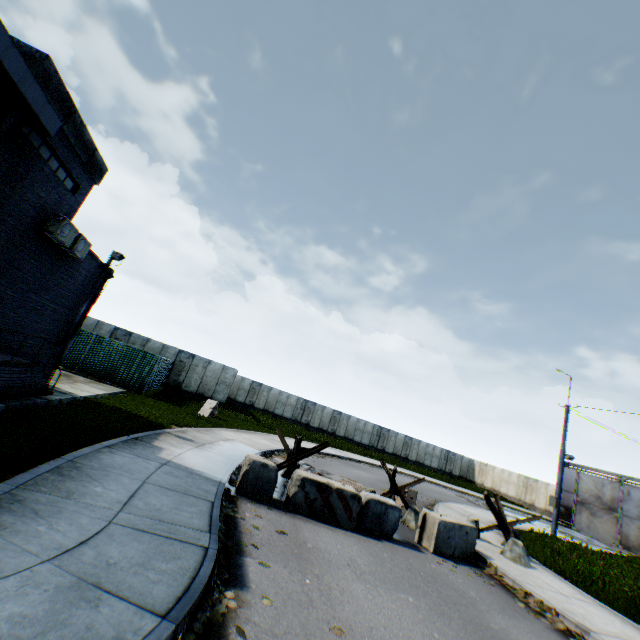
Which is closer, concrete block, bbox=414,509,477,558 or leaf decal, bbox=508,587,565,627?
leaf decal, bbox=508,587,565,627

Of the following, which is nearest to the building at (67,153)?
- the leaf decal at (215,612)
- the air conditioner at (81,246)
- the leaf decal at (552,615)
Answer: the air conditioner at (81,246)

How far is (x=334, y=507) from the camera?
8.12m

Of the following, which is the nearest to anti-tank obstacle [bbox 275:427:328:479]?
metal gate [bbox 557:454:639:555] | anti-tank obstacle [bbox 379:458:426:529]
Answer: anti-tank obstacle [bbox 379:458:426:529]

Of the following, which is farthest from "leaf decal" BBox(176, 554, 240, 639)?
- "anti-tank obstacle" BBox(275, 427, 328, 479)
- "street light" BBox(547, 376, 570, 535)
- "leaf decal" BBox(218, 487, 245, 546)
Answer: "street light" BBox(547, 376, 570, 535)

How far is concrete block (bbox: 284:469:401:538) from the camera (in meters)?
8.01

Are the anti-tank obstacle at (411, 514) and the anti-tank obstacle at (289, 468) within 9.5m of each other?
yes

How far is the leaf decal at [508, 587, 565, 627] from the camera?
6.7 meters
